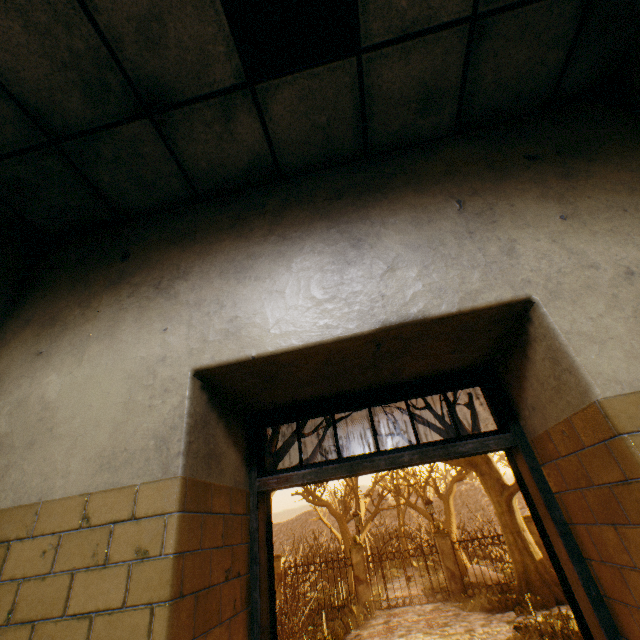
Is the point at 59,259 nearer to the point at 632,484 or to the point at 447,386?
the point at 447,386

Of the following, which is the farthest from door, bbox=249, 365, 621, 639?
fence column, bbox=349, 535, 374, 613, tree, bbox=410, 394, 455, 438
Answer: tree, bbox=410, 394, 455, 438

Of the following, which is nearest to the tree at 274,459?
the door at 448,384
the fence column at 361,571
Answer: the door at 448,384

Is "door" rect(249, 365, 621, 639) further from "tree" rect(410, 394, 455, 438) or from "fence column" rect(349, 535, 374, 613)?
"tree" rect(410, 394, 455, 438)

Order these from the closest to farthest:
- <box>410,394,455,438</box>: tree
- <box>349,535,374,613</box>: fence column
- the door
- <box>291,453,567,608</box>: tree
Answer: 1. the door
2. <box>291,453,567,608</box>: tree
3. <box>349,535,374,613</box>: fence column
4. <box>410,394,455,438</box>: tree

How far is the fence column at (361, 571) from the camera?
14.1 meters

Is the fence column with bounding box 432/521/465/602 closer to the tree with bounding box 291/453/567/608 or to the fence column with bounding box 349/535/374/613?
the fence column with bounding box 349/535/374/613

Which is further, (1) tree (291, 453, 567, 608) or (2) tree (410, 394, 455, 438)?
(2) tree (410, 394, 455, 438)
